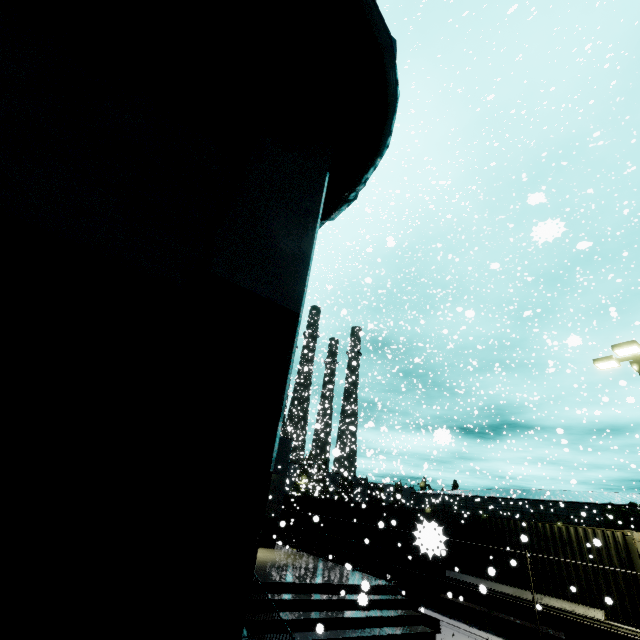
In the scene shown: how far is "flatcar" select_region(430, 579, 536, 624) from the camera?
12.14m

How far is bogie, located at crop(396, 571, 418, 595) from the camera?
16.3 meters

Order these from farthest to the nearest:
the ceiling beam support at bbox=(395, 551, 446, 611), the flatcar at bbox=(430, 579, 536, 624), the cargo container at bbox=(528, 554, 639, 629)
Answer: the flatcar at bbox=(430, 579, 536, 624) → the ceiling beam support at bbox=(395, 551, 446, 611) → the cargo container at bbox=(528, 554, 639, 629)

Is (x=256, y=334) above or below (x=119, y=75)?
below

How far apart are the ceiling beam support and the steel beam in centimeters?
84cm

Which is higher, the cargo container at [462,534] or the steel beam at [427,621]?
the cargo container at [462,534]

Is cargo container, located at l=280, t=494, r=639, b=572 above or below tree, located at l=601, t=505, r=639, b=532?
below

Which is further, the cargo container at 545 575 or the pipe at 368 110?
the cargo container at 545 575
